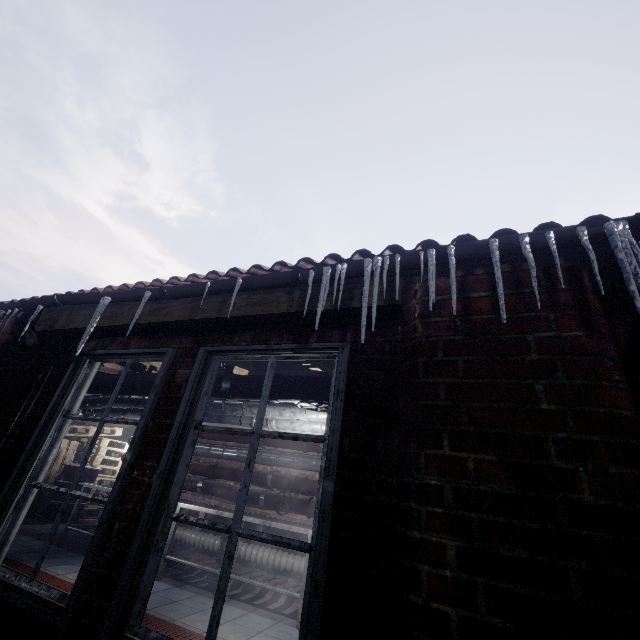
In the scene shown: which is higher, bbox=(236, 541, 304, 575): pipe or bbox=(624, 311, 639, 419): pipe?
bbox=(624, 311, 639, 419): pipe

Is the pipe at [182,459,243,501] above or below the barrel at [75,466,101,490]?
above

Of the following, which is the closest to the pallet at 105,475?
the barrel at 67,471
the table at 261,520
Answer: the barrel at 67,471

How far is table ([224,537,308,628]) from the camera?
3.4 meters

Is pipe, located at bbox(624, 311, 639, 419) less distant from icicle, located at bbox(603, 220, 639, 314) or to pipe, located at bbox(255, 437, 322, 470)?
icicle, located at bbox(603, 220, 639, 314)

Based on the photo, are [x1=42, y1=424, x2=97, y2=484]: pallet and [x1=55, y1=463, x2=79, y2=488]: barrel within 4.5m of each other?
yes

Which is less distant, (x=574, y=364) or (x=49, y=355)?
(x=574, y=364)

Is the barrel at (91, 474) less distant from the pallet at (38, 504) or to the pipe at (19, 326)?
the pallet at (38, 504)
